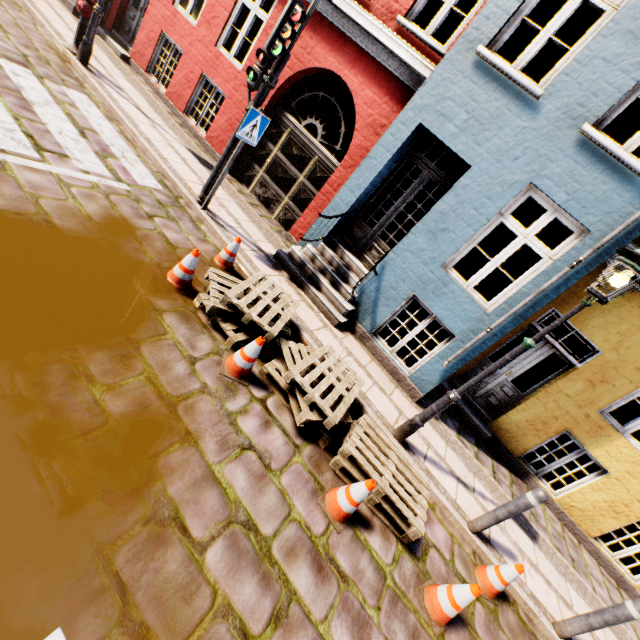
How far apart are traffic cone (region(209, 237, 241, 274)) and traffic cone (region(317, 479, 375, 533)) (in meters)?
3.38

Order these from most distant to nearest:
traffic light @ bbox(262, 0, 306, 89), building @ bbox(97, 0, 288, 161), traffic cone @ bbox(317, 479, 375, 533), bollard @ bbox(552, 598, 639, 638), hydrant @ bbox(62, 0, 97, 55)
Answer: building @ bbox(97, 0, 288, 161) → hydrant @ bbox(62, 0, 97, 55) → traffic light @ bbox(262, 0, 306, 89) → bollard @ bbox(552, 598, 639, 638) → traffic cone @ bbox(317, 479, 375, 533)

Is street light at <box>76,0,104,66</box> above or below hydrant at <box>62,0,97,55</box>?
below

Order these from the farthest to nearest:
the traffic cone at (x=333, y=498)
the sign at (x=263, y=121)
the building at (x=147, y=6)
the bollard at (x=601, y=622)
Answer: the building at (x=147, y=6), the sign at (x=263, y=121), the bollard at (x=601, y=622), the traffic cone at (x=333, y=498)

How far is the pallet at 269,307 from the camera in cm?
357

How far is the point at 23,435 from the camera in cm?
208

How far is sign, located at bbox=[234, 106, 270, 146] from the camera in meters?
4.9

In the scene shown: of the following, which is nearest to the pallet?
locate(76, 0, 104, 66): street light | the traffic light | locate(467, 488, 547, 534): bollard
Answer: locate(467, 488, 547, 534): bollard
